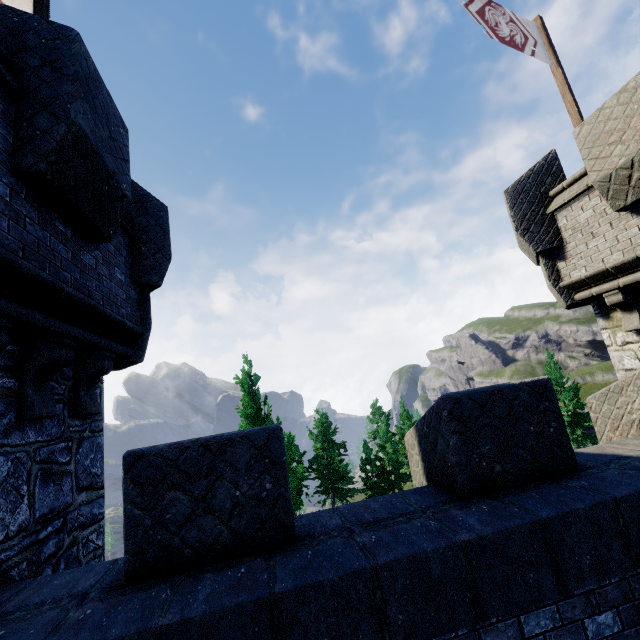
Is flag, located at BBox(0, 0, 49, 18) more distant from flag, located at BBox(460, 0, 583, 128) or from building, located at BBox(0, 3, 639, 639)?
flag, located at BBox(460, 0, 583, 128)

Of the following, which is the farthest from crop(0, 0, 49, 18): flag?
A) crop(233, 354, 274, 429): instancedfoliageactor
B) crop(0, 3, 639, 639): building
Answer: crop(233, 354, 274, 429): instancedfoliageactor

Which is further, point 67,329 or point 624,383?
point 624,383

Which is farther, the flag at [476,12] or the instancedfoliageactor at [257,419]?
the instancedfoliageactor at [257,419]

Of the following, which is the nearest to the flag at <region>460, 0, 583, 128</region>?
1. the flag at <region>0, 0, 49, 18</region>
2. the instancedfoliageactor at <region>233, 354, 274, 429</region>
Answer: the flag at <region>0, 0, 49, 18</region>

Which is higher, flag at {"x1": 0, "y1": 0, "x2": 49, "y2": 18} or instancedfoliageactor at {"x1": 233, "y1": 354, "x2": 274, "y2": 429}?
flag at {"x1": 0, "y1": 0, "x2": 49, "y2": 18}

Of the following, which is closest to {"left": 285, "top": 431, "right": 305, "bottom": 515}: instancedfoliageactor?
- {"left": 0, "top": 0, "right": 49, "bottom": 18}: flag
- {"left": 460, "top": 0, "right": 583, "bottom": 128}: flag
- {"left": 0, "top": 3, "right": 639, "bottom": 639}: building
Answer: {"left": 0, "top": 3, "right": 639, "bottom": 639}: building

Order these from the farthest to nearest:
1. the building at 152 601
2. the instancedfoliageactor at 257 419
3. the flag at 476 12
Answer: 1. the instancedfoliageactor at 257 419
2. the flag at 476 12
3. the building at 152 601
